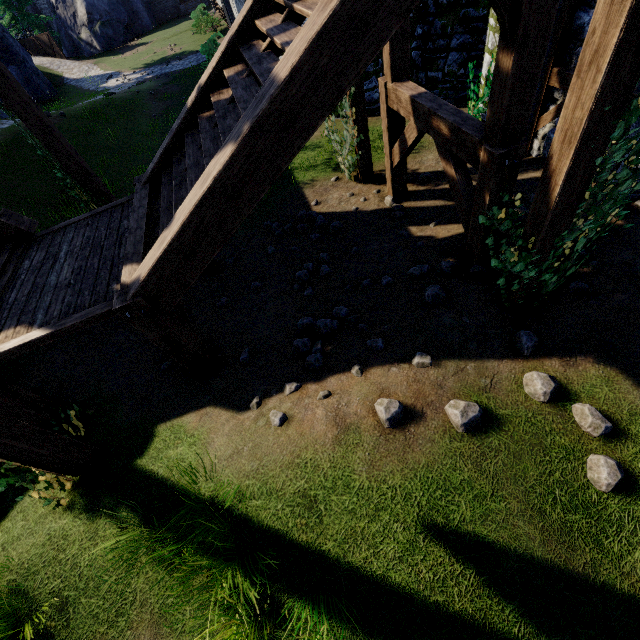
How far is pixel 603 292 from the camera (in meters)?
4.24

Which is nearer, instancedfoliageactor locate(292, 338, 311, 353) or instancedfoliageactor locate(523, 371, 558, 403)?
instancedfoliageactor locate(523, 371, 558, 403)

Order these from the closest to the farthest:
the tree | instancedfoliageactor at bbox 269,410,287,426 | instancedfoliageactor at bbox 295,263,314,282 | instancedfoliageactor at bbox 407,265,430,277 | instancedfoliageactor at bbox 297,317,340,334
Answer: instancedfoliageactor at bbox 269,410,287,426 → instancedfoliageactor at bbox 297,317,340,334 → instancedfoliageactor at bbox 407,265,430,277 → instancedfoliageactor at bbox 295,263,314,282 → the tree

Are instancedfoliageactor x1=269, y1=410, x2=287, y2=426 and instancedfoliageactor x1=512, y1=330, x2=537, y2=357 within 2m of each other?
no

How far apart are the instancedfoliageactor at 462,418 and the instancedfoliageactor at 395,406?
0.4m

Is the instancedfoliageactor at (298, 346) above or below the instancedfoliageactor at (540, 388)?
below

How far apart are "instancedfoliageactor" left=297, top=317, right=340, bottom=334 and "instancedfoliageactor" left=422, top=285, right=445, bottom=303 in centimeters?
119cm

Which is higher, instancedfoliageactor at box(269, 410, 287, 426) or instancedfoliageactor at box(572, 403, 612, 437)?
instancedfoliageactor at box(269, 410, 287, 426)
